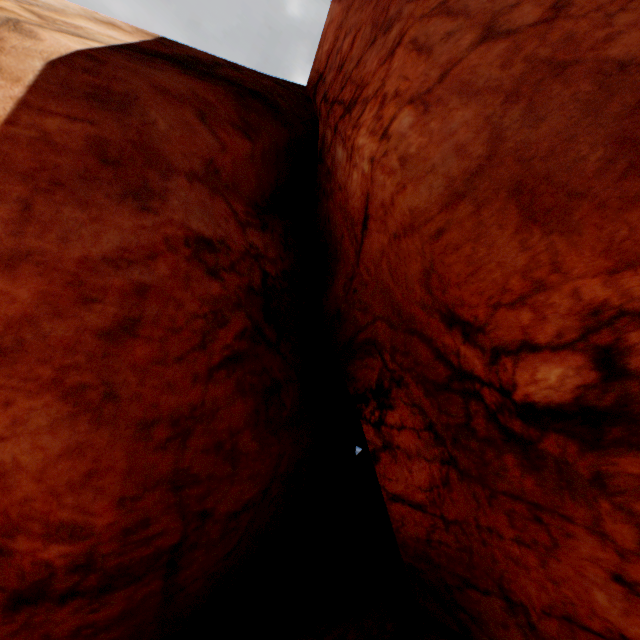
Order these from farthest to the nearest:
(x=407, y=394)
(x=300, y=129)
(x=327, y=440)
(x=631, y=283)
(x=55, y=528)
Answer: (x=327, y=440) < (x=300, y=129) < (x=407, y=394) < (x=55, y=528) < (x=631, y=283)
